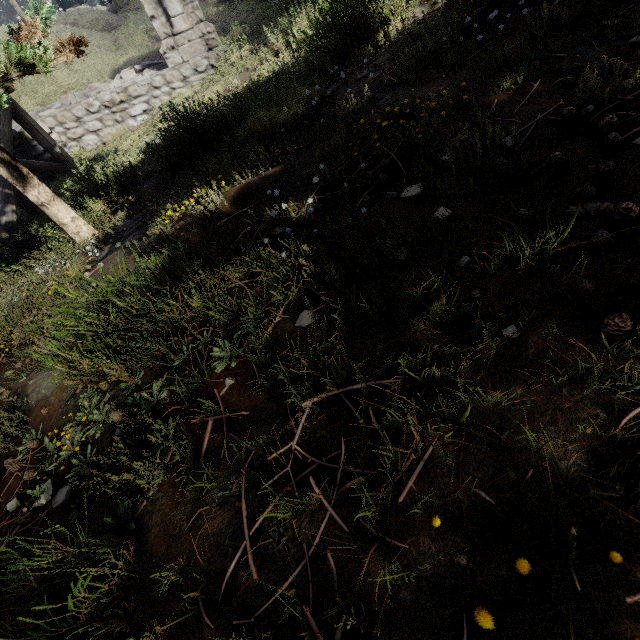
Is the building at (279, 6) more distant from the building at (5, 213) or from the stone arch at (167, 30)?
the building at (5, 213)

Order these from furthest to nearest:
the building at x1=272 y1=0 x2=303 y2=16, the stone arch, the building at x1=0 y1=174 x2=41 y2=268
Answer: the stone arch, the building at x1=272 y1=0 x2=303 y2=16, the building at x1=0 y1=174 x2=41 y2=268

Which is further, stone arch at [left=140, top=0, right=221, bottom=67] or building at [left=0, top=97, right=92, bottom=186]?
stone arch at [left=140, top=0, right=221, bottom=67]

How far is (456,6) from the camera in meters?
3.6 m

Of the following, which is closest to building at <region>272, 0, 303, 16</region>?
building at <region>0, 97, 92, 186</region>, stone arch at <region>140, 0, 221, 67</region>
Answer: stone arch at <region>140, 0, 221, 67</region>

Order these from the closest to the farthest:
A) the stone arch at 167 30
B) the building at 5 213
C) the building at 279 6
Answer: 1. the building at 5 213
2. the building at 279 6
3. the stone arch at 167 30

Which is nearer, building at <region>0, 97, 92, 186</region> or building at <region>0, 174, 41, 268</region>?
building at <region>0, 174, 41, 268</region>
